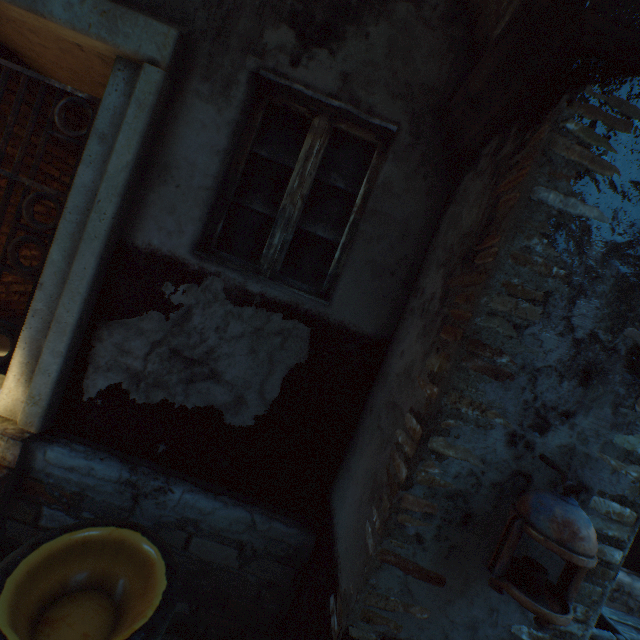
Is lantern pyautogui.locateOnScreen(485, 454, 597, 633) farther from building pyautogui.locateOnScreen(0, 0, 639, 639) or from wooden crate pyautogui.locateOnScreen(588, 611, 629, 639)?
wooden crate pyautogui.locateOnScreen(588, 611, 629, 639)

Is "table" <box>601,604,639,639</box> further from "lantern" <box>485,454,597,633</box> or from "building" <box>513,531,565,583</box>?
"lantern" <box>485,454,597,633</box>

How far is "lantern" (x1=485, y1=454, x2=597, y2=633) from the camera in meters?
1.0 m

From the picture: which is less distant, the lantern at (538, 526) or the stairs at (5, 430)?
the lantern at (538, 526)

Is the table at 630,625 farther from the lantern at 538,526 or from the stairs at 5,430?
the stairs at 5,430

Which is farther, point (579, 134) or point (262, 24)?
point (262, 24)

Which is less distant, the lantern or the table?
the lantern

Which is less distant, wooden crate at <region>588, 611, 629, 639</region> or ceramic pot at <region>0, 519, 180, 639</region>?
ceramic pot at <region>0, 519, 180, 639</region>
